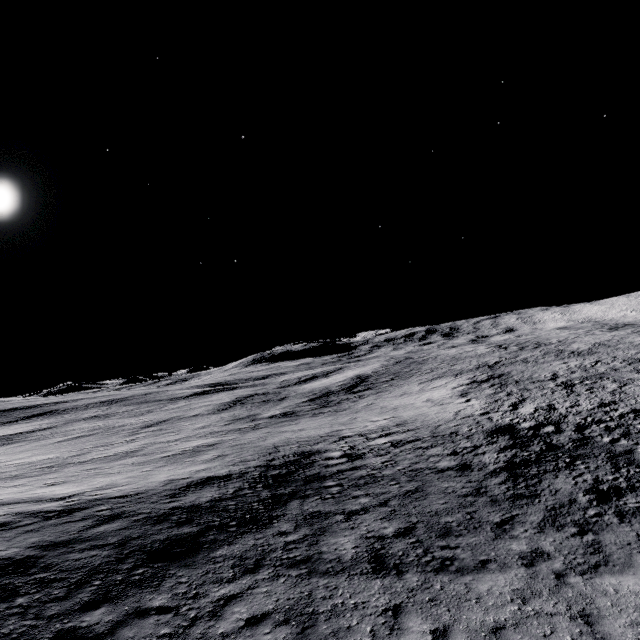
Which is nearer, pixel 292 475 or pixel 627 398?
pixel 292 475
